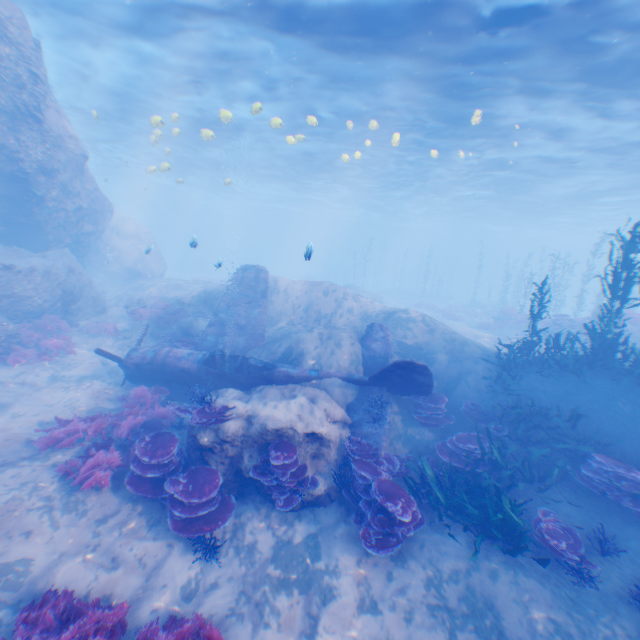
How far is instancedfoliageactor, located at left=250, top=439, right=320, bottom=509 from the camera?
7.3m

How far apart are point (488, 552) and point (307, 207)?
56.21m

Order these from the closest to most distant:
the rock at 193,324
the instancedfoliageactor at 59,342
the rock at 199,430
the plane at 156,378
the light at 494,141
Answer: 1. the rock at 199,430
2. the plane at 156,378
3. the light at 494,141
4. the instancedfoliageactor at 59,342
5. the rock at 193,324

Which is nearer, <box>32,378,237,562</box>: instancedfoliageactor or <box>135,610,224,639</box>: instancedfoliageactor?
<box>135,610,224,639</box>: instancedfoliageactor

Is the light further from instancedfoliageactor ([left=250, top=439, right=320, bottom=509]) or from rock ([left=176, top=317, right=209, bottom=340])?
instancedfoliageactor ([left=250, top=439, right=320, bottom=509])

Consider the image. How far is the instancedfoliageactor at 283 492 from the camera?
7.3 meters

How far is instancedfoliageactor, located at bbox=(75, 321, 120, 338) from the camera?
15.6m

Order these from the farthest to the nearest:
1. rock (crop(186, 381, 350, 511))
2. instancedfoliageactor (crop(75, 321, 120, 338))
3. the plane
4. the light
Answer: instancedfoliageactor (crop(75, 321, 120, 338)) < the light < the plane < rock (crop(186, 381, 350, 511))
